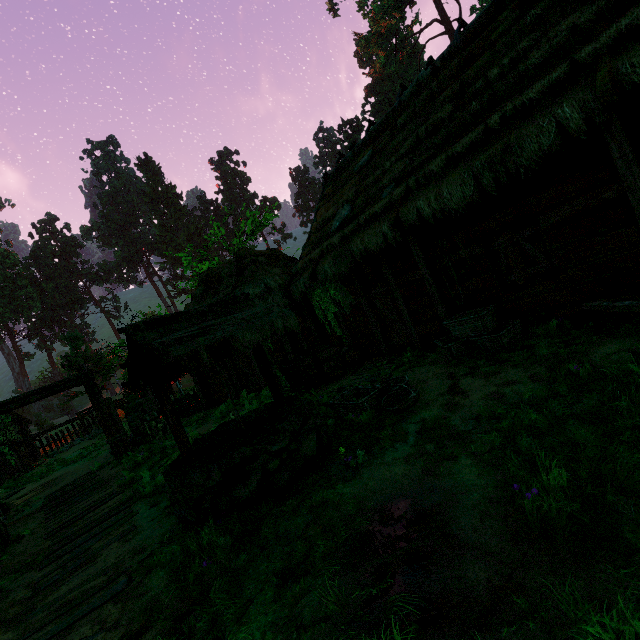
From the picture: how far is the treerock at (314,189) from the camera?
57.6 meters

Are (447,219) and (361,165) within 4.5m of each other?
no

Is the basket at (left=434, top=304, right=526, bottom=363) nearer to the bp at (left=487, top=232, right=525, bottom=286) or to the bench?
the bp at (left=487, top=232, right=525, bottom=286)

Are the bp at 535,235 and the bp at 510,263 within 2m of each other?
yes

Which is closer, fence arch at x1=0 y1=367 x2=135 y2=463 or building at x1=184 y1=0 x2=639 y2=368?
building at x1=184 y1=0 x2=639 y2=368

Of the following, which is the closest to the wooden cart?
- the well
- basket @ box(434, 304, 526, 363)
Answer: the well

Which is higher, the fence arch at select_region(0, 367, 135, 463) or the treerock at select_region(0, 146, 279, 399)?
the treerock at select_region(0, 146, 279, 399)

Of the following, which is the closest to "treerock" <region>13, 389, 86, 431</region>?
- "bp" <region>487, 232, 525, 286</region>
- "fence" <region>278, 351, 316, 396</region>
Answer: "bp" <region>487, 232, 525, 286</region>
